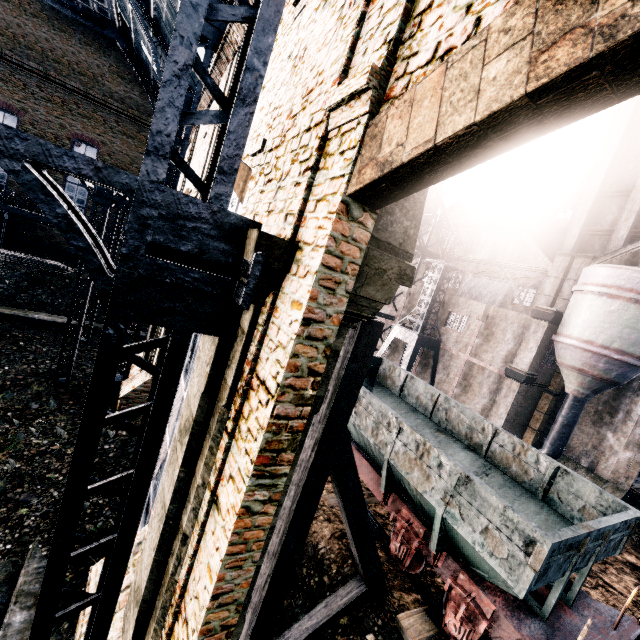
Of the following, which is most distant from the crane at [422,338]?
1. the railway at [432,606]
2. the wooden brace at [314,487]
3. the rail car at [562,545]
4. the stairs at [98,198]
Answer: the stairs at [98,198]

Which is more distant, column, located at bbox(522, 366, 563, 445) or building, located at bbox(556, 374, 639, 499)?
column, located at bbox(522, 366, 563, 445)

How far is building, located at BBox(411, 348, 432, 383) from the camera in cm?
2947

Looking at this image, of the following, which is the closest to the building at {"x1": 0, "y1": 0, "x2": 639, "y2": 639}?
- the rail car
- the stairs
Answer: the stairs

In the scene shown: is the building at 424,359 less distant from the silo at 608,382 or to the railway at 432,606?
the silo at 608,382

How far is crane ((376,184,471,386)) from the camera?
25.5m

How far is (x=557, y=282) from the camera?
25.5m

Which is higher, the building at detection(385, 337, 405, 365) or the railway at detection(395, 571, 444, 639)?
the building at detection(385, 337, 405, 365)
